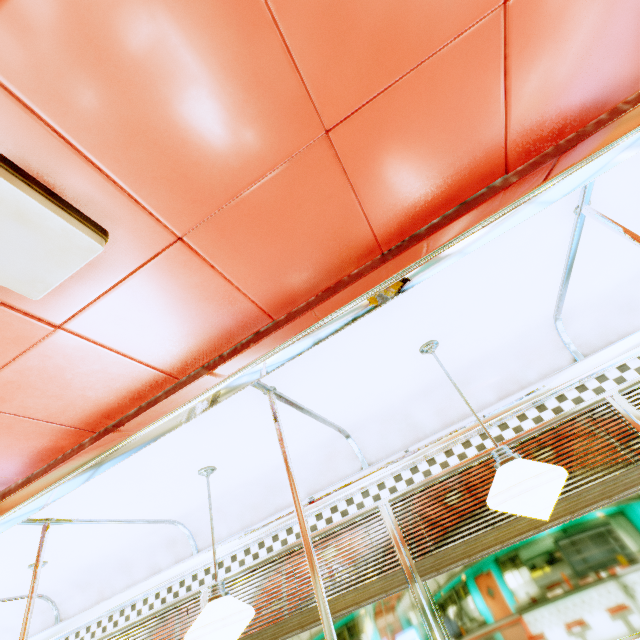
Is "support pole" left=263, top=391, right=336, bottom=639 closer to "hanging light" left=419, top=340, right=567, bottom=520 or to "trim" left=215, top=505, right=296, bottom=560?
"trim" left=215, top=505, right=296, bottom=560

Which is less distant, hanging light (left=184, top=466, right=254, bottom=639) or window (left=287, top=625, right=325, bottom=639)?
hanging light (left=184, top=466, right=254, bottom=639)

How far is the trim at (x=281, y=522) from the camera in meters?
Result: 3.0 m

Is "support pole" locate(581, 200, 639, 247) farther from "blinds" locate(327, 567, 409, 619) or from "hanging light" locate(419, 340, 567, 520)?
"blinds" locate(327, 567, 409, 619)

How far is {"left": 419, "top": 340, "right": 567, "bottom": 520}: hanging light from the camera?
1.5m

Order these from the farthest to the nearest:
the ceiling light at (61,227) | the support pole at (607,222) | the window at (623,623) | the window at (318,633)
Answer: the window at (318,633)
the window at (623,623)
the support pole at (607,222)
the ceiling light at (61,227)

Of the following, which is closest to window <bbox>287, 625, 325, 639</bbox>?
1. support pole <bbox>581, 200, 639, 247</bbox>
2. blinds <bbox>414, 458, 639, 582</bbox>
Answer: blinds <bbox>414, 458, 639, 582</bbox>

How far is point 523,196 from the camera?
1.38m
